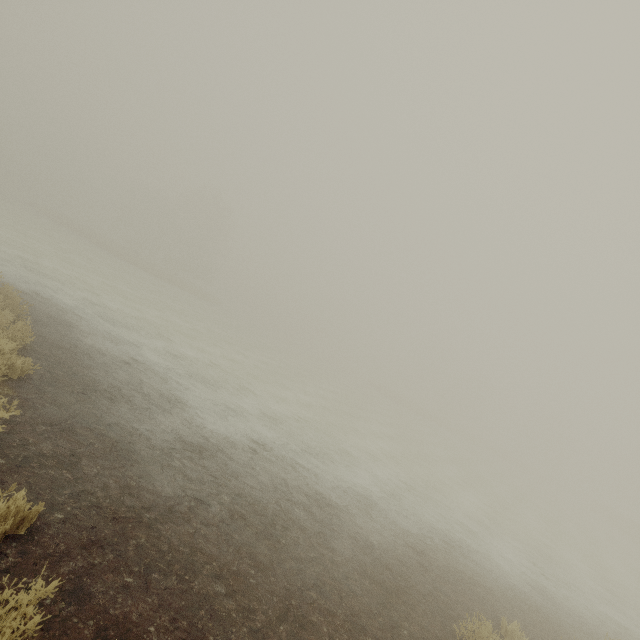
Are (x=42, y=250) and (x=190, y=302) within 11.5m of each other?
no
